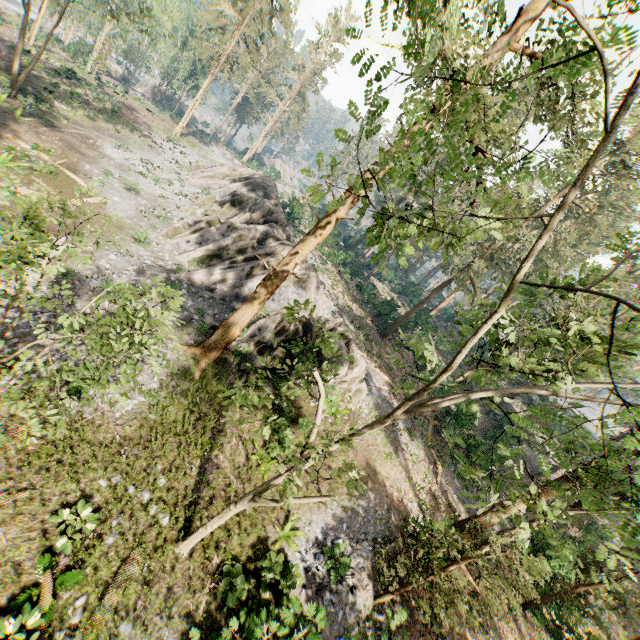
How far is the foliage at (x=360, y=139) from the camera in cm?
403

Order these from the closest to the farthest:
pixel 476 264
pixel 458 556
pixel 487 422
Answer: pixel 458 556 → pixel 476 264 → pixel 487 422

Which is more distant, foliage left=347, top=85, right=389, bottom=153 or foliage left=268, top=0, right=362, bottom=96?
foliage left=268, top=0, right=362, bottom=96

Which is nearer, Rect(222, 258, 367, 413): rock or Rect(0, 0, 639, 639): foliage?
Rect(0, 0, 639, 639): foliage

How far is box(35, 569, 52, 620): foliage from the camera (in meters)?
8.66

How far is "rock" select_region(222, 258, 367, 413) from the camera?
18.38m

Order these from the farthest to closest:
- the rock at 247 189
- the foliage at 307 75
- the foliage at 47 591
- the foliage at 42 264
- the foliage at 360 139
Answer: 1. the foliage at 307 75
2. the rock at 247 189
3. the foliage at 47 591
4. the foliage at 42 264
5. the foliage at 360 139

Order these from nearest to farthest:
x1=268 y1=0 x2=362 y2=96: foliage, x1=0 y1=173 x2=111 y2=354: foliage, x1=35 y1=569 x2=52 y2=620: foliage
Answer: x1=0 y1=173 x2=111 y2=354: foliage < x1=35 y1=569 x2=52 y2=620: foliage < x1=268 y1=0 x2=362 y2=96: foliage
